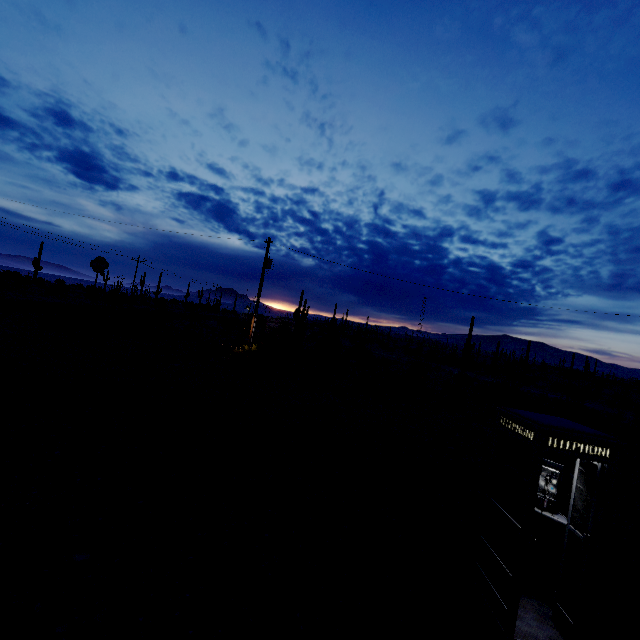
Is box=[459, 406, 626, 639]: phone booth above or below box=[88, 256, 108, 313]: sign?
below

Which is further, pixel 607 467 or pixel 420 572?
pixel 420 572

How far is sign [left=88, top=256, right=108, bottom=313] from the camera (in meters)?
22.35

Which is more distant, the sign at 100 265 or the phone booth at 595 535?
the sign at 100 265

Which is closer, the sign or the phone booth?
the phone booth

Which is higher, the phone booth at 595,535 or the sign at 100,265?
the sign at 100,265
